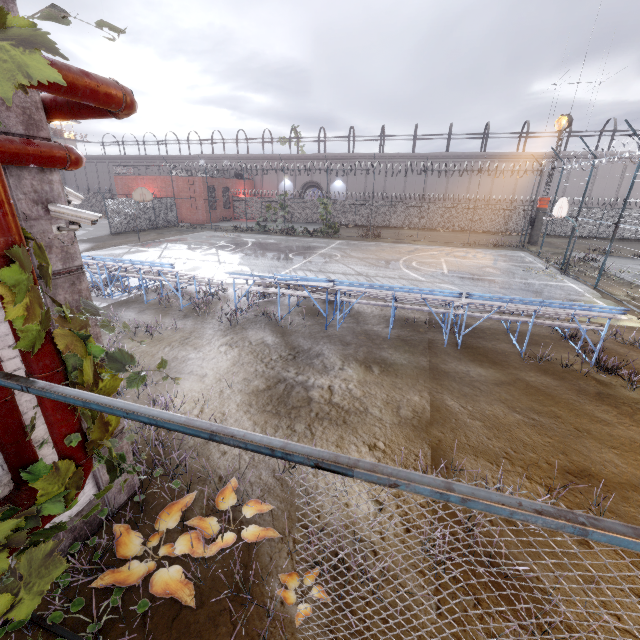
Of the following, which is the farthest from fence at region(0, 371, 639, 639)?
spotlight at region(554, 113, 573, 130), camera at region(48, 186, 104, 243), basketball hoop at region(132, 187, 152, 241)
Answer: basketball hoop at region(132, 187, 152, 241)

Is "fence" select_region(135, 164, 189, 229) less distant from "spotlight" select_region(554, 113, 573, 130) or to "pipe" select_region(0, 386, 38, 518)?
"pipe" select_region(0, 386, 38, 518)

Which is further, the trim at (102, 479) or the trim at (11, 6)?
the trim at (102, 479)

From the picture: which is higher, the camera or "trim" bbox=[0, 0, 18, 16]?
"trim" bbox=[0, 0, 18, 16]

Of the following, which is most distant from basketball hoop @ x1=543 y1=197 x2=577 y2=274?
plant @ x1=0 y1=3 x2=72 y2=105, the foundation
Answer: the foundation

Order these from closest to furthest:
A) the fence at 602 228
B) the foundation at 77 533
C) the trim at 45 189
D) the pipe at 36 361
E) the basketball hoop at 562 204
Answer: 1. the pipe at 36 361
2. the trim at 45 189
3. the foundation at 77 533
4. the fence at 602 228
5. the basketball hoop at 562 204

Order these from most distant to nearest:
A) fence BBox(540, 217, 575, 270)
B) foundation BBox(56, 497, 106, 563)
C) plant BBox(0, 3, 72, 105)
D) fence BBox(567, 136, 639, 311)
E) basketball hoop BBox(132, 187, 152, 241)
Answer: basketball hoop BBox(132, 187, 152, 241) → fence BBox(540, 217, 575, 270) → fence BBox(567, 136, 639, 311) → foundation BBox(56, 497, 106, 563) → plant BBox(0, 3, 72, 105)

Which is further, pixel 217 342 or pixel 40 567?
pixel 217 342
